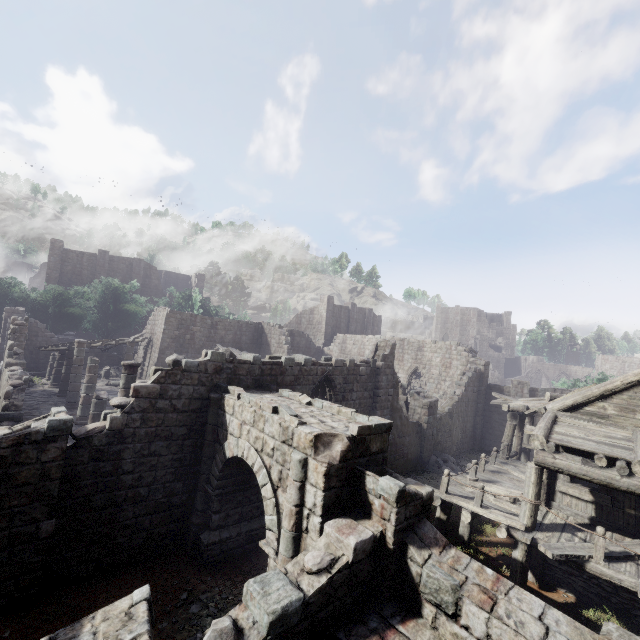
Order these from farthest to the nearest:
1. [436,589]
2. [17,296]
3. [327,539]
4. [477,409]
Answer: [17,296]
[477,409]
[327,539]
[436,589]

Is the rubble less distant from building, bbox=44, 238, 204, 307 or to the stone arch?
the stone arch

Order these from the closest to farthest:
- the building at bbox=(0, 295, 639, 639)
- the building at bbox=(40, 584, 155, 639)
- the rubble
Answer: the building at bbox=(40, 584, 155, 639) < the building at bbox=(0, 295, 639, 639) < the rubble

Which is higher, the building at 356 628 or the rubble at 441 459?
the building at 356 628

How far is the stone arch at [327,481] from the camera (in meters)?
6.61

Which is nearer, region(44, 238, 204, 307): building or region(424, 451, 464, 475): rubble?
region(424, 451, 464, 475): rubble

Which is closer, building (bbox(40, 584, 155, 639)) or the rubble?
building (bbox(40, 584, 155, 639))

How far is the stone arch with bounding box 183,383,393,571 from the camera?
6.61m
